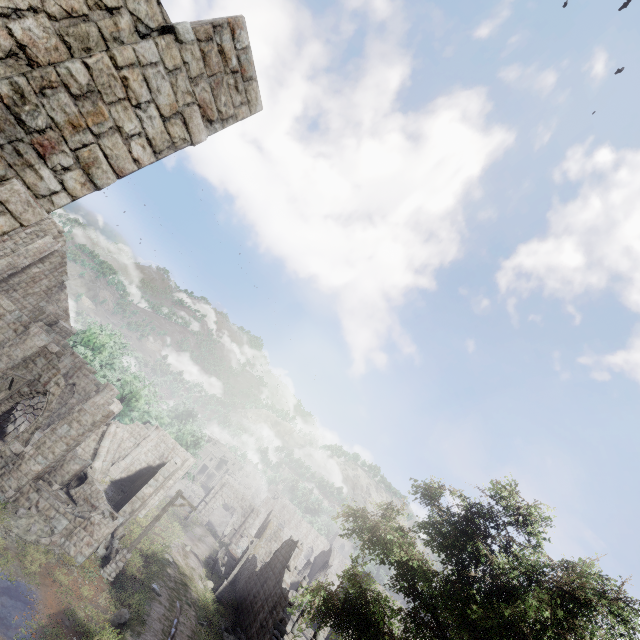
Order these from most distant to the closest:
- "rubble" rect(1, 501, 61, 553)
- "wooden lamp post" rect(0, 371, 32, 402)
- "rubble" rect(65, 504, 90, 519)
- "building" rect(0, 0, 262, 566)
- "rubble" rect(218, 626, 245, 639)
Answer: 1. "rubble" rect(218, 626, 245, 639)
2. "rubble" rect(65, 504, 90, 519)
3. "wooden lamp post" rect(0, 371, 32, 402)
4. "rubble" rect(1, 501, 61, 553)
5. "building" rect(0, 0, 262, 566)

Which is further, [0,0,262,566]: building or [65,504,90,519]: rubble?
[65,504,90,519]: rubble

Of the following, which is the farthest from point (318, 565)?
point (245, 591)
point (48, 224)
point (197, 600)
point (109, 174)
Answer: point (109, 174)

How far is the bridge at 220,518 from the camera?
52.2m

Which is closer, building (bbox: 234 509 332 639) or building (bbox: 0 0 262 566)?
building (bbox: 0 0 262 566)

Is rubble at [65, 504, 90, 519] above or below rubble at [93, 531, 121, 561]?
above

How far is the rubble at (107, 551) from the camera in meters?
17.5 m

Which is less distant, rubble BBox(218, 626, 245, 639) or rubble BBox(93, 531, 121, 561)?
rubble BBox(93, 531, 121, 561)
